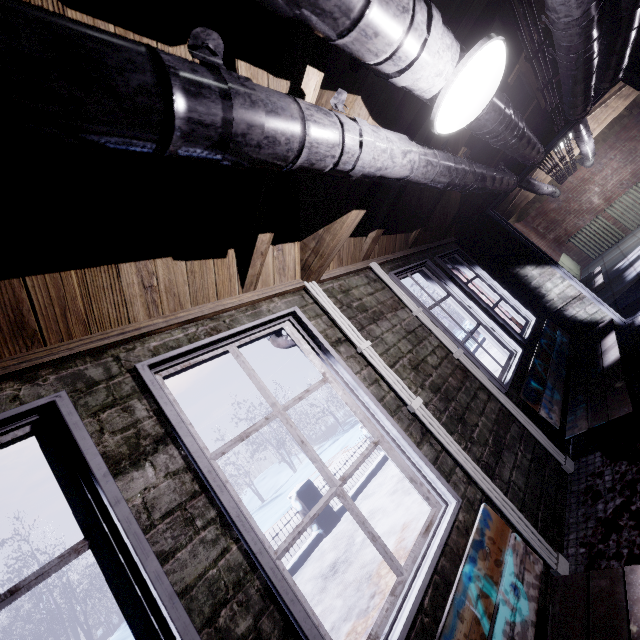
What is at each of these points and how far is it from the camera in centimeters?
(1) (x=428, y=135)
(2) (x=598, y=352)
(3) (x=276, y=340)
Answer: (1) beam, 206cm
(2) bench, 281cm
(3) pipe, 221cm

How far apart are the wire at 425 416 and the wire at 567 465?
0.72m

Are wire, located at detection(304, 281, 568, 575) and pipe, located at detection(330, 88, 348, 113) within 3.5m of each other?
yes

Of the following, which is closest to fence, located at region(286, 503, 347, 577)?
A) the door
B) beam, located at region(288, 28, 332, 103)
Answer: the door

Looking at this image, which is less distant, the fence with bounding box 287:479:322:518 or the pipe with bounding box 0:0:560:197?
the pipe with bounding box 0:0:560:197

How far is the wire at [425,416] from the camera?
1.57m

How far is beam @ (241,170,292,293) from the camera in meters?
1.4 m

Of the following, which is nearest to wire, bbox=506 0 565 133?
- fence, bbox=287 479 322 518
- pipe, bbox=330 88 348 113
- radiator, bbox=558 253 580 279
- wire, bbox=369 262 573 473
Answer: pipe, bbox=330 88 348 113
